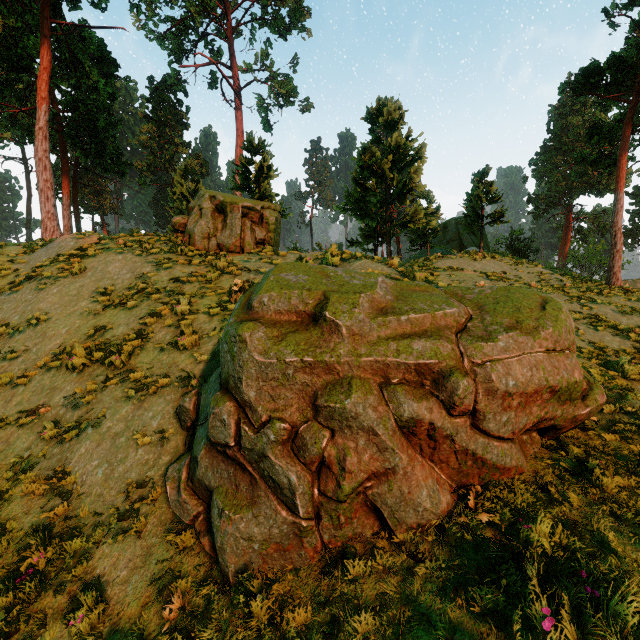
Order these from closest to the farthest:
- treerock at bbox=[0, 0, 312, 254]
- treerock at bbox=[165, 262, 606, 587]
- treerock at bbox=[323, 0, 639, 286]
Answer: treerock at bbox=[165, 262, 606, 587] → treerock at bbox=[0, 0, 312, 254] → treerock at bbox=[323, 0, 639, 286]

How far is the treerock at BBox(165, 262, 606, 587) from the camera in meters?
3.7 m

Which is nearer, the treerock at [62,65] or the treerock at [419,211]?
the treerock at [62,65]

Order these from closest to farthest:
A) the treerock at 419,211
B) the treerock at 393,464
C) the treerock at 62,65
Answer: the treerock at 393,464 → the treerock at 62,65 → the treerock at 419,211

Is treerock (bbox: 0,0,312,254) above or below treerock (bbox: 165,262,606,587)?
above

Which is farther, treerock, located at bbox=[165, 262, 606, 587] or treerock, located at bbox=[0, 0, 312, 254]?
treerock, located at bbox=[0, 0, 312, 254]

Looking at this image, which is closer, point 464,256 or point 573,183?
point 464,256
